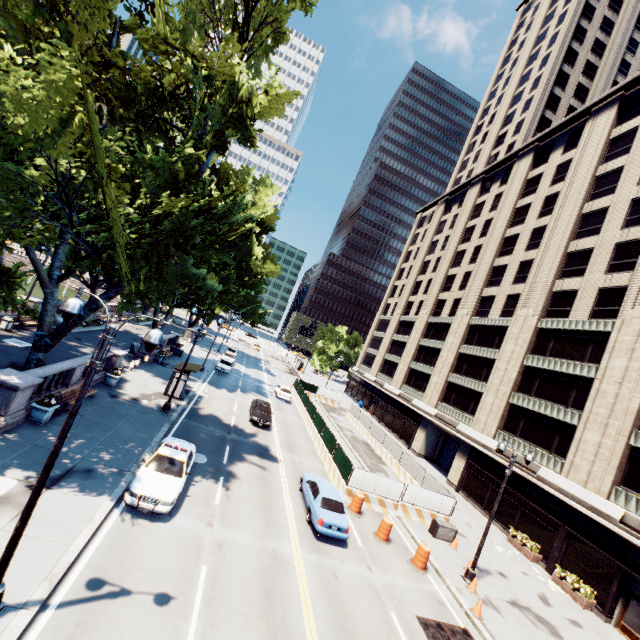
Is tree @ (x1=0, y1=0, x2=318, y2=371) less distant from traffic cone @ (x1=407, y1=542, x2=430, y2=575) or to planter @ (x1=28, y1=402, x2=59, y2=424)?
planter @ (x1=28, y1=402, x2=59, y2=424)

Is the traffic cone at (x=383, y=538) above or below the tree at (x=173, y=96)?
below

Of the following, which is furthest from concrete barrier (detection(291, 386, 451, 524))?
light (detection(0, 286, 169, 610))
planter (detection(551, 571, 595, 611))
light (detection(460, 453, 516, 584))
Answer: light (detection(0, 286, 169, 610))

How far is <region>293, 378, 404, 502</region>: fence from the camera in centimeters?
2047cm

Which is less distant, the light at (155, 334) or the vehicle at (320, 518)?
the light at (155, 334)

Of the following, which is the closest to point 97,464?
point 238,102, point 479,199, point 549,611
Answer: A: point 238,102

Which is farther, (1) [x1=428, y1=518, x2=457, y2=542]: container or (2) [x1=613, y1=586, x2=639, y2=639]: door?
(1) [x1=428, y1=518, x2=457, y2=542]: container

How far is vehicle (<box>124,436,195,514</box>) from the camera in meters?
12.0
